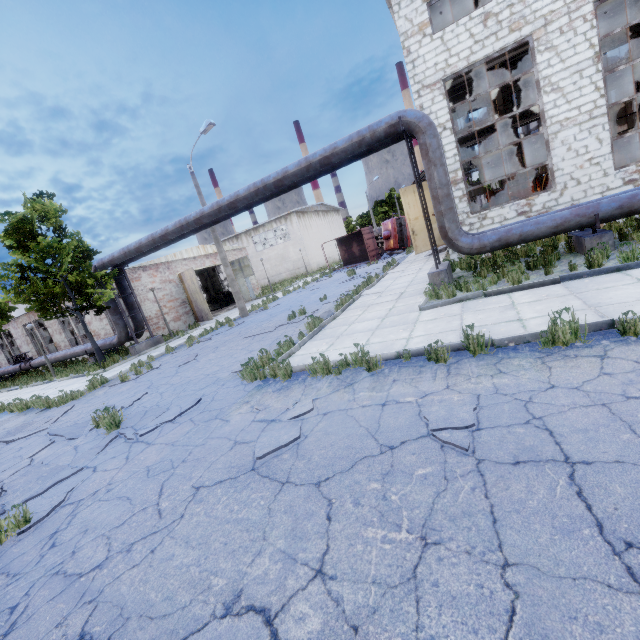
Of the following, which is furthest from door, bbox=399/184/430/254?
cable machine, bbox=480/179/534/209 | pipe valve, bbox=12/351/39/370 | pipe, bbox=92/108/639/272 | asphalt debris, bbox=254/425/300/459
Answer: pipe valve, bbox=12/351/39/370

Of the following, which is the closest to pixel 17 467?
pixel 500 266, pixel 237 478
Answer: pixel 237 478

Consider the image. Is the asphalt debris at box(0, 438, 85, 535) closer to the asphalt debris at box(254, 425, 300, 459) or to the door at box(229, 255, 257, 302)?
the asphalt debris at box(254, 425, 300, 459)

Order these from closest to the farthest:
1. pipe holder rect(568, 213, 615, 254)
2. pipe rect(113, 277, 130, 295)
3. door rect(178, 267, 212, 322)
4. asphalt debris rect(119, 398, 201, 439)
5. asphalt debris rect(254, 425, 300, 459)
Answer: asphalt debris rect(254, 425, 300, 459), asphalt debris rect(119, 398, 201, 439), pipe holder rect(568, 213, 615, 254), pipe rect(113, 277, 130, 295), door rect(178, 267, 212, 322)

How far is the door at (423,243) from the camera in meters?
18.3

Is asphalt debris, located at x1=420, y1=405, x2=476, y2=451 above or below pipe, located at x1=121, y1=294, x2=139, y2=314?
below

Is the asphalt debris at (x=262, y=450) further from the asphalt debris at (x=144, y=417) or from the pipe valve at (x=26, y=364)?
the pipe valve at (x=26, y=364)

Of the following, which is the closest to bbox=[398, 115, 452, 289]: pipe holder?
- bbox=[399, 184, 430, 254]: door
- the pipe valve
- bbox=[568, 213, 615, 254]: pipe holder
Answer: bbox=[568, 213, 615, 254]: pipe holder
